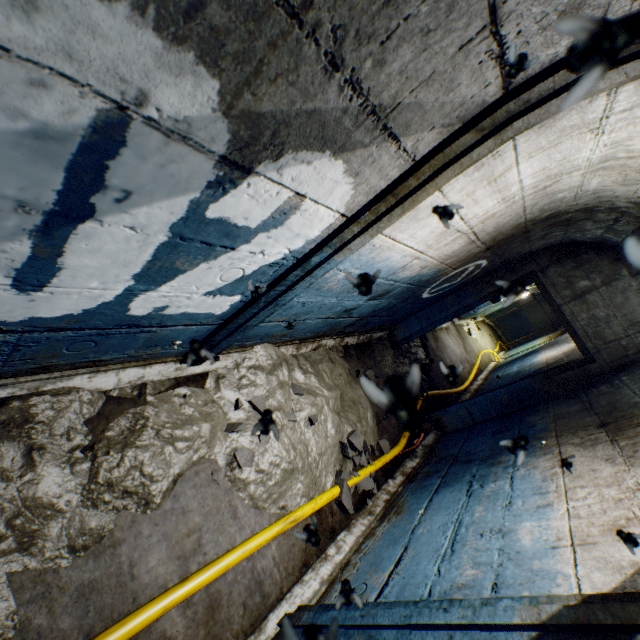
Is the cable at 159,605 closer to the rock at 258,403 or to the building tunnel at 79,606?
the building tunnel at 79,606

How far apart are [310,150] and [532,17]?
0.6 meters

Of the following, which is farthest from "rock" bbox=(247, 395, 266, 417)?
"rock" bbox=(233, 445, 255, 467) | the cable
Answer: the cable

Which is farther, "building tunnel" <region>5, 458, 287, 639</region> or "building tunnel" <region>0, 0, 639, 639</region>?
"building tunnel" <region>5, 458, 287, 639</region>

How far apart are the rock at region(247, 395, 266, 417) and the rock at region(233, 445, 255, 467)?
0.1m

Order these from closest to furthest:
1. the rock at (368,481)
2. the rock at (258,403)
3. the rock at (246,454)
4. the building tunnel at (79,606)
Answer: the rock at (258,403) < the building tunnel at (79,606) < the rock at (246,454) < the rock at (368,481)

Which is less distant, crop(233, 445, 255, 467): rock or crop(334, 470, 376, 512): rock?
crop(233, 445, 255, 467): rock

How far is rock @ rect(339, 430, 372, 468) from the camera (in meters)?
2.93
